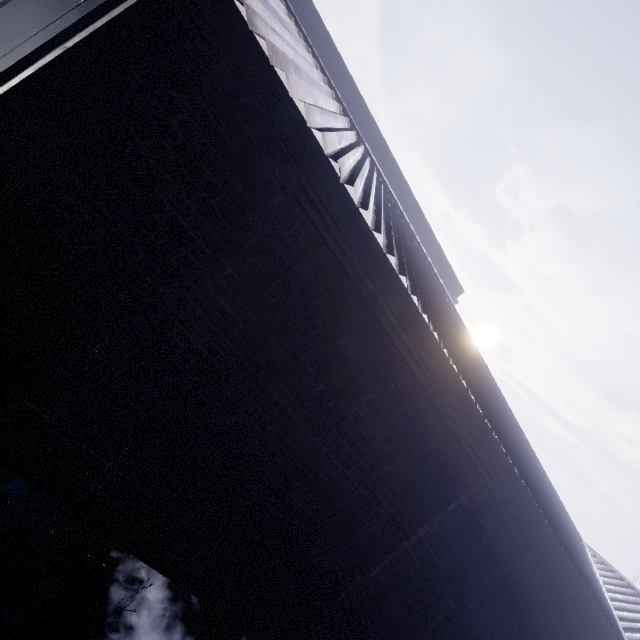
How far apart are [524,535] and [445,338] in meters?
1.8 m
